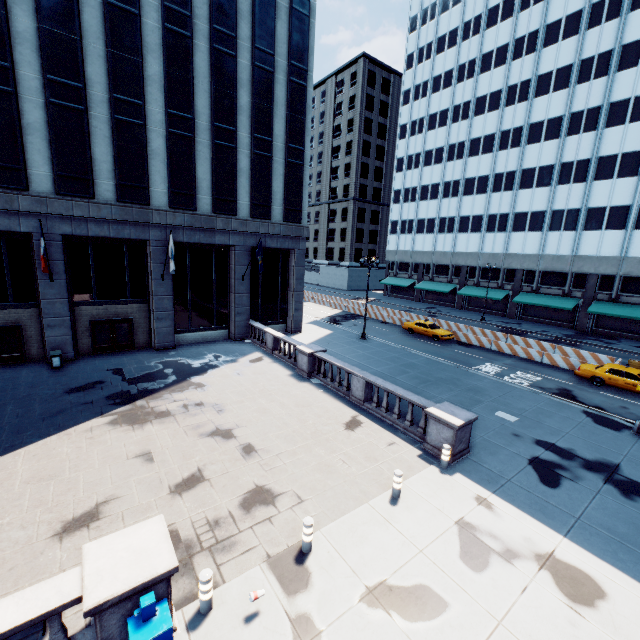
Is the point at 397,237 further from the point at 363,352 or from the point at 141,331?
the point at 141,331

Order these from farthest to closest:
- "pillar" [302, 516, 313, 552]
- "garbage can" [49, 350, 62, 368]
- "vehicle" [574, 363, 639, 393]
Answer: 1. "vehicle" [574, 363, 639, 393]
2. "garbage can" [49, 350, 62, 368]
3. "pillar" [302, 516, 313, 552]

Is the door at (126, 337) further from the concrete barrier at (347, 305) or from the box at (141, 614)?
the concrete barrier at (347, 305)

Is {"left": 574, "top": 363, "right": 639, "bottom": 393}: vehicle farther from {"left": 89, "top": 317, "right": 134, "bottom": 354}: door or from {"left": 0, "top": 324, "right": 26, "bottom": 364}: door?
{"left": 0, "top": 324, "right": 26, "bottom": 364}: door

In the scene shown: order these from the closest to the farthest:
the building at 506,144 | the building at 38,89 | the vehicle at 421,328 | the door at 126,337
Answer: the building at 38,89
the door at 126,337
the vehicle at 421,328
the building at 506,144

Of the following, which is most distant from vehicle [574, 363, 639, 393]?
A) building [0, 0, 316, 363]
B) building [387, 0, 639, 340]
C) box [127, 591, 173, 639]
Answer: box [127, 591, 173, 639]

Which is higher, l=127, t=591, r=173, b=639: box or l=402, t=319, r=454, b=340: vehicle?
l=127, t=591, r=173, b=639: box

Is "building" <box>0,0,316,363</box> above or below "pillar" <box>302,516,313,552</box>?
above
